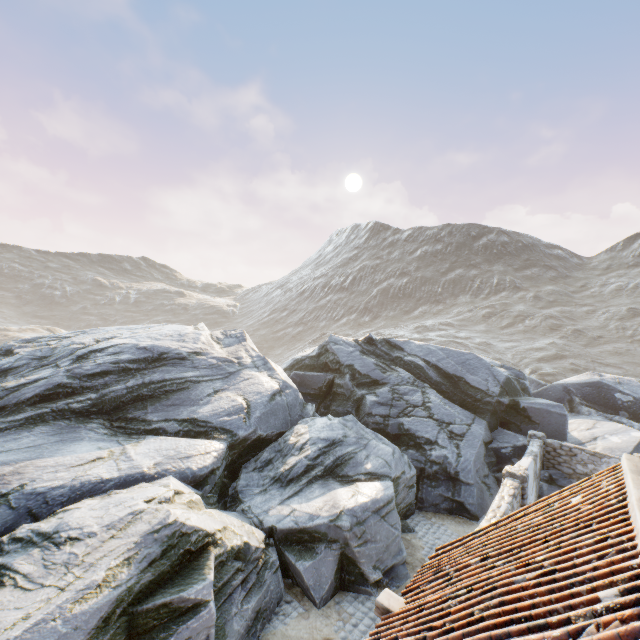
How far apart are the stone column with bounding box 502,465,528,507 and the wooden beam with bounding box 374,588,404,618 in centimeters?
749cm

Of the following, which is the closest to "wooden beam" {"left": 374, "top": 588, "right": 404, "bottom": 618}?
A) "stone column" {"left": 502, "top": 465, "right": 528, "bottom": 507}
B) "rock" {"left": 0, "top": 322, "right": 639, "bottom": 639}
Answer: "rock" {"left": 0, "top": 322, "right": 639, "bottom": 639}

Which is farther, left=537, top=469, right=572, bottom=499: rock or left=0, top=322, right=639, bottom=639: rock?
left=537, top=469, right=572, bottom=499: rock

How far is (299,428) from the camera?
15.0m

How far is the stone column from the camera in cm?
1087

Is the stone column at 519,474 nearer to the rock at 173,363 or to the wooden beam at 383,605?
the rock at 173,363
